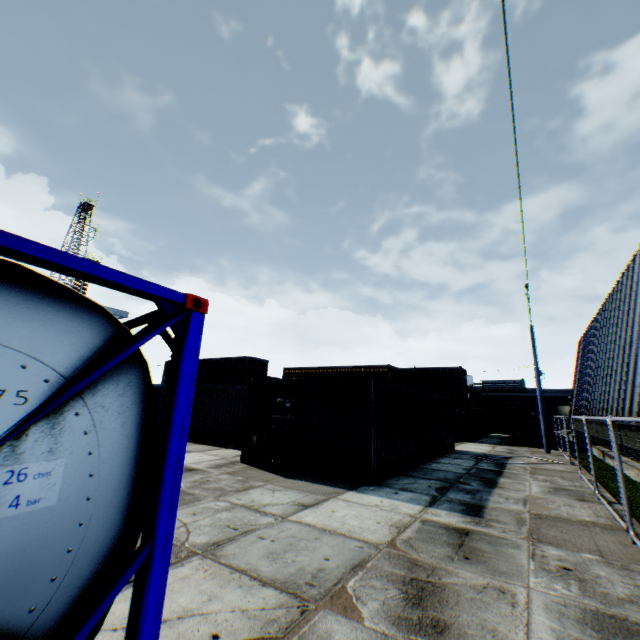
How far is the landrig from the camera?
55.2 meters

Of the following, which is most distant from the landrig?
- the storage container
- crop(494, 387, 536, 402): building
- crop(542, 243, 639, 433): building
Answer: crop(494, 387, 536, 402): building

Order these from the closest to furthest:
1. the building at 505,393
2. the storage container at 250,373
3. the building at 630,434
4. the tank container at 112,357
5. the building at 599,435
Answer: the tank container at 112,357
the storage container at 250,373
the building at 630,434
the building at 599,435
the building at 505,393

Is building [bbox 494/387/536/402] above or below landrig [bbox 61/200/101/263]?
below

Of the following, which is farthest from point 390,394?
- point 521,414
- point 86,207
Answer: point 86,207

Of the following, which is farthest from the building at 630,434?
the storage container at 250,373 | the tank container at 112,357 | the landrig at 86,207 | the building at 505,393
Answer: the landrig at 86,207

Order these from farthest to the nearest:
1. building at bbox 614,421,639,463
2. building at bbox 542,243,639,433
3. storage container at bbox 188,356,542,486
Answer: building at bbox 542,243,639,433, building at bbox 614,421,639,463, storage container at bbox 188,356,542,486
